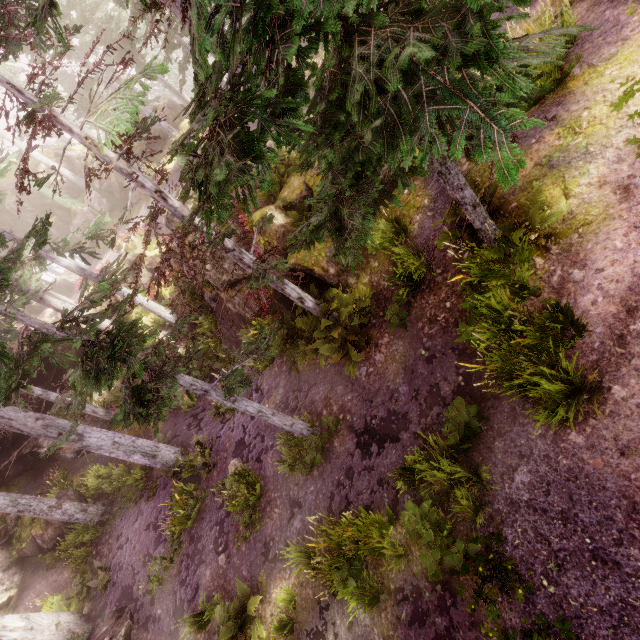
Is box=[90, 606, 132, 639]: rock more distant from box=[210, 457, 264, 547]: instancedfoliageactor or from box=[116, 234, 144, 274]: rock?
box=[116, 234, 144, 274]: rock

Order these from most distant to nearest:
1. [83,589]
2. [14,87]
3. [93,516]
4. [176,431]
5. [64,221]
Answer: [64,221]
[176,431]
[93,516]
[83,589]
[14,87]

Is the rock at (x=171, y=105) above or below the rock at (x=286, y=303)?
above

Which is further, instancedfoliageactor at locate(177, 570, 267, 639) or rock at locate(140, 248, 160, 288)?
rock at locate(140, 248, 160, 288)

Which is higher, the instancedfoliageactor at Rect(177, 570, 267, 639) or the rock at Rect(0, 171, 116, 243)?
the rock at Rect(0, 171, 116, 243)

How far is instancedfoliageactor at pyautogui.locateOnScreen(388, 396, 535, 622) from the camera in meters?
4.6

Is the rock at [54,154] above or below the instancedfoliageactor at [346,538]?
above

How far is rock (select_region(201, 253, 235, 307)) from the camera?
13.3m
